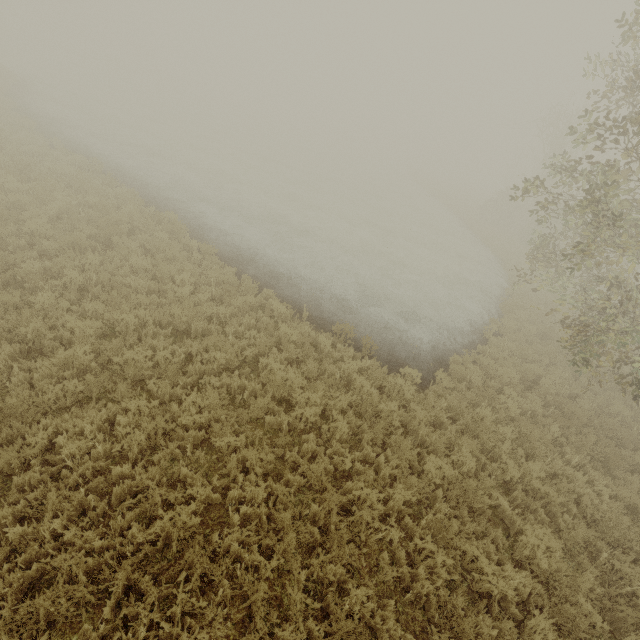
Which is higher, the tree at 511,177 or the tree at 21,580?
the tree at 511,177

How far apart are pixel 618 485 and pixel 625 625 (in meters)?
3.58

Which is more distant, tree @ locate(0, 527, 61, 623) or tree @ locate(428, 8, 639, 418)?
tree @ locate(428, 8, 639, 418)

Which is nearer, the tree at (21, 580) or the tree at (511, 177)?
the tree at (21, 580)

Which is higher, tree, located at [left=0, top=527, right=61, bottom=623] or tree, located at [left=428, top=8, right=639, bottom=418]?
tree, located at [left=428, top=8, right=639, bottom=418]
